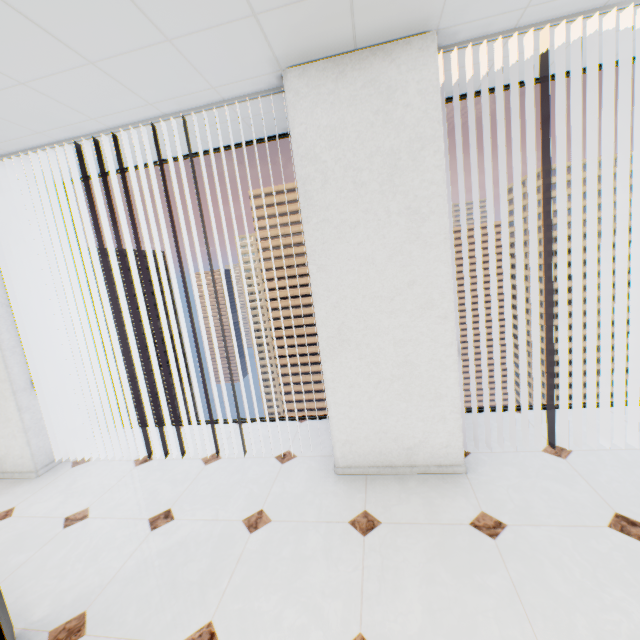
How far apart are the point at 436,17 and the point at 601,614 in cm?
315

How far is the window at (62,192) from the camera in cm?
340

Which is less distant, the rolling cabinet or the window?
the rolling cabinet

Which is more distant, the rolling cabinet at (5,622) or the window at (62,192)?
the window at (62,192)

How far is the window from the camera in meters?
3.4 m
